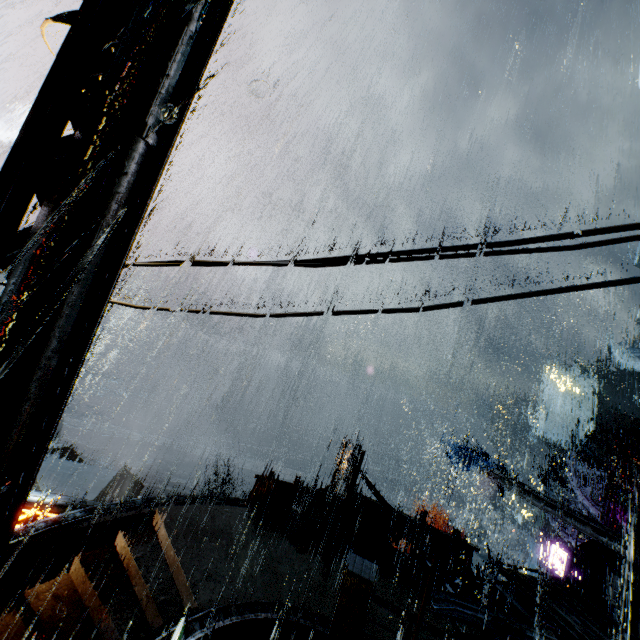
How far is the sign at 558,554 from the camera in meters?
21.6 m

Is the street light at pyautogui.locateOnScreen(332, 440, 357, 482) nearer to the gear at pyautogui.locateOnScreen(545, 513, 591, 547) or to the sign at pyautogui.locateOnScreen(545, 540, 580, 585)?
the sign at pyautogui.locateOnScreen(545, 540, 580, 585)

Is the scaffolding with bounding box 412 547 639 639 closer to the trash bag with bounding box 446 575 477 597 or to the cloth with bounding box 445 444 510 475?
the trash bag with bounding box 446 575 477 597

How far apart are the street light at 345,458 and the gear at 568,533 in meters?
25.2

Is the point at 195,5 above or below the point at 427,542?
above

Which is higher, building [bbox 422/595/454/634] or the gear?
building [bbox 422/595/454/634]

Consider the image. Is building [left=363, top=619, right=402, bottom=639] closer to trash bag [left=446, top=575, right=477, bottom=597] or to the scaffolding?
trash bag [left=446, top=575, right=477, bottom=597]

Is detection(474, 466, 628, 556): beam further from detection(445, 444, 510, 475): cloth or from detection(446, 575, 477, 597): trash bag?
detection(446, 575, 477, 597): trash bag
